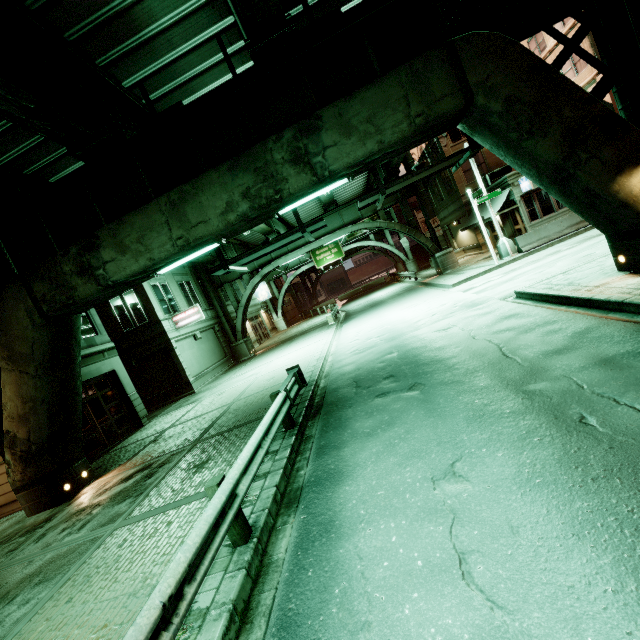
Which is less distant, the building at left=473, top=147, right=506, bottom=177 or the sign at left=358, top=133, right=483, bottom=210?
the sign at left=358, top=133, right=483, bottom=210

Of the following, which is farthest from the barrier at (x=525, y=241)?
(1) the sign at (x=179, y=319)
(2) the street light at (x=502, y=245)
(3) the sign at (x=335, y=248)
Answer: (3) the sign at (x=335, y=248)

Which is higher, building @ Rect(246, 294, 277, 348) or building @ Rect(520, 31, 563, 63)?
building @ Rect(520, 31, 563, 63)

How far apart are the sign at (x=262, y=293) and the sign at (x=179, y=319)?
19.8 meters

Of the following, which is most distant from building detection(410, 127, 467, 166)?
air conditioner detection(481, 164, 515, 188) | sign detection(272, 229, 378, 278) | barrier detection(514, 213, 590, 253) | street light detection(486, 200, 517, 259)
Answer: sign detection(272, 229, 378, 278)

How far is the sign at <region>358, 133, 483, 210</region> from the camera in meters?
9.3 m

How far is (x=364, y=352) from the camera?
13.03m

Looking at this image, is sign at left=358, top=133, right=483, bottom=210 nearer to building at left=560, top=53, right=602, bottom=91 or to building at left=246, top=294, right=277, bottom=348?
building at left=560, top=53, right=602, bottom=91
